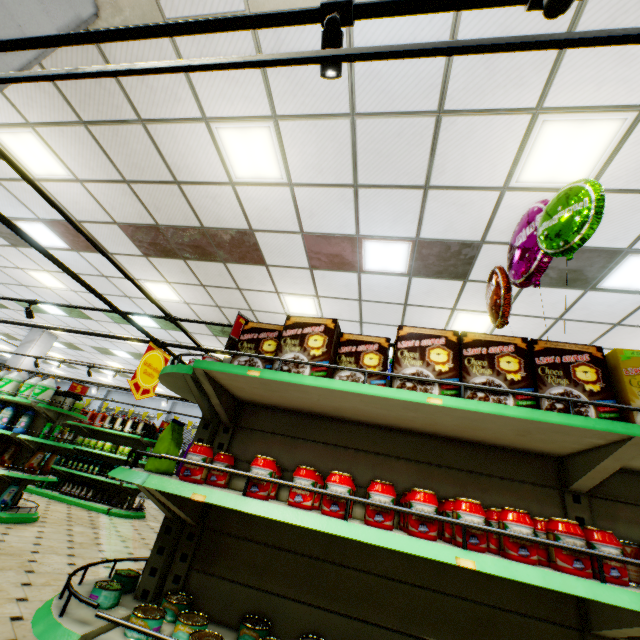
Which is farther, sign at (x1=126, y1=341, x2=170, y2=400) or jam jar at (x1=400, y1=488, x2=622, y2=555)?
sign at (x1=126, y1=341, x2=170, y2=400)

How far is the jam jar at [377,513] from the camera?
1.34m

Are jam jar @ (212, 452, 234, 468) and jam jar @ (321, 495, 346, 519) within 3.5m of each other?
yes

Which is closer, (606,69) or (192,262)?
(606,69)

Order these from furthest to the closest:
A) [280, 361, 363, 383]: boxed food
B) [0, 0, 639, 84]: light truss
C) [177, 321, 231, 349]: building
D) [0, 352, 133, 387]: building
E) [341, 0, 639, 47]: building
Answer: [0, 352, 133, 387]: building → [177, 321, 231, 349]: building → [341, 0, 639, 47]: building → [280, 361, 363, 383]: boxed food → [0, 0, 639, 84]: light truss

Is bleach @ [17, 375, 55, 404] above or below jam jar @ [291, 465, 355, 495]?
above

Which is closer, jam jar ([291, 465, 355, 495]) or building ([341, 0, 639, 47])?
jam jar ([291, 465, 355, 495])

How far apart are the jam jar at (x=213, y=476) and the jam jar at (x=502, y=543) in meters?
1.2
